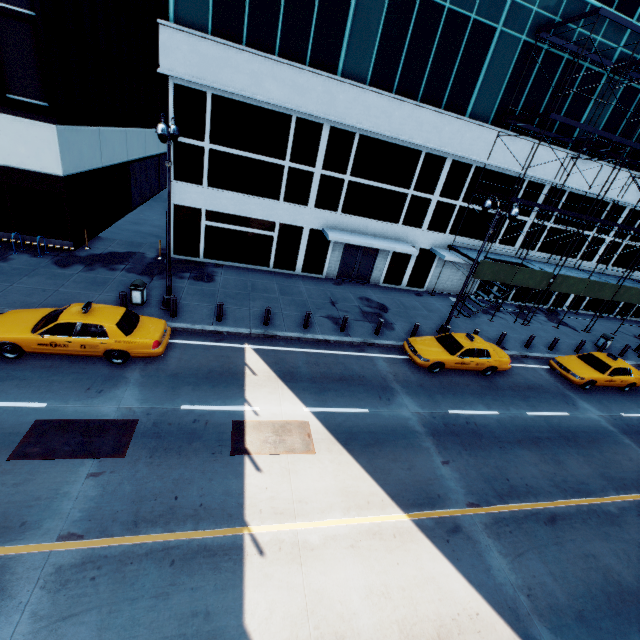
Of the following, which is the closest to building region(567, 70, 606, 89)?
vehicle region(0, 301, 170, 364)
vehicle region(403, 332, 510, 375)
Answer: vehicle region(403, 332, 510, 375)

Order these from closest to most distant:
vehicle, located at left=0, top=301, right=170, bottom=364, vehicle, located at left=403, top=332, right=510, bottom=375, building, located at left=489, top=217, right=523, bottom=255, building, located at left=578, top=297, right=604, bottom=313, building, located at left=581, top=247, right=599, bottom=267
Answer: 1. vehicle, located at left=0, top=301, right=170, bottom=364
2. vehicle, located at left=403, top=332, right=510, bottom=375
3. building, located at left=489, top=217, right=523, bottom=255
4. building, located at left=581, top=247, right=599, bottom=267
5. building, located at left=578, top=297, right=604, bottom=313

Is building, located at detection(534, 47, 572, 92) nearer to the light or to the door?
the door

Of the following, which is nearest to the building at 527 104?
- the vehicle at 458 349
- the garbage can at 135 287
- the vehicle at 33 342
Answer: the garbage can at 135 287

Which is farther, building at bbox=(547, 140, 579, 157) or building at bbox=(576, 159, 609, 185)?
building at bbox=(576, 159, 609, 185)

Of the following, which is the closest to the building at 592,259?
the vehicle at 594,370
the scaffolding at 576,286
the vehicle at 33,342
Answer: the scaffolding at 576,286

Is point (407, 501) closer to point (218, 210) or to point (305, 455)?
point (305, 455)

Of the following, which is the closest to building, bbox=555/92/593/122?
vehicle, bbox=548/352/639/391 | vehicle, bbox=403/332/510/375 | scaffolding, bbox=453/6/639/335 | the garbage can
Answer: scaffolding, bbox=453/6/639/335
